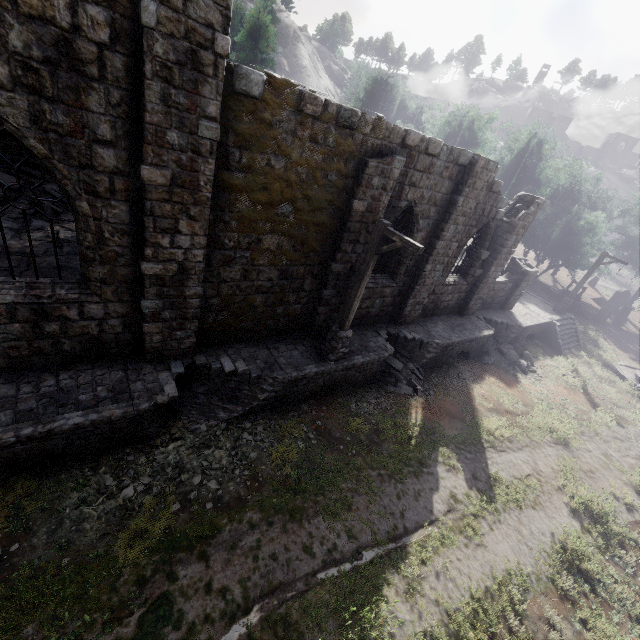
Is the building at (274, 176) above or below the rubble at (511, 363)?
above

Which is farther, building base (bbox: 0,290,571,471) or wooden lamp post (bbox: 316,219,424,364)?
wooden lamp post (bbox: 316,219,424,364)

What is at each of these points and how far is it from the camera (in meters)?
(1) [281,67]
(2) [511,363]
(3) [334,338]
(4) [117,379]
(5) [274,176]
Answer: (1) rock, 57.59
(2) rubble, 17.47
(3) wooden lamp post, 10.35
(4) building base, 7.80
(5) building, 7.72

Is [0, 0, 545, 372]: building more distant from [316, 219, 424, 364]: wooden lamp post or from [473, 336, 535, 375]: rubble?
[473, 336, 535, 375]: rubble

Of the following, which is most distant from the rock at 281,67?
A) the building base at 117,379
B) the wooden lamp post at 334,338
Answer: the wooden lamp post at 334,338

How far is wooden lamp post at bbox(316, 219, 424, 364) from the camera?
8.2 meters

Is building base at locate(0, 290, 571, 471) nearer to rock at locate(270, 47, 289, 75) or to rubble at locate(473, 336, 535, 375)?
rubble at locate(473, 336, 535, 375)

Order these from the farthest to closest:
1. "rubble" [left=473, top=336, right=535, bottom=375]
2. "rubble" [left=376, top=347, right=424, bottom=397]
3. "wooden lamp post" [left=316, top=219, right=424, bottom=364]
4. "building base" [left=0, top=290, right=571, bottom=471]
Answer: "rubble" [left=473, top=336, right=535, bottom=375]
"rubble" [left=376, top=347, right=424, bottom=397]
"wooden lamp post" [left=316, top=219, right=424, bottom=364]
"building base" [left=0, top=290, right=571, bottom=471]
